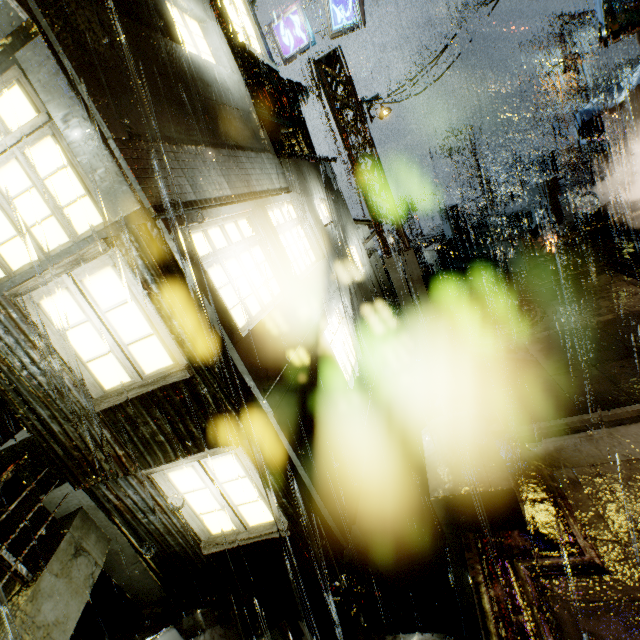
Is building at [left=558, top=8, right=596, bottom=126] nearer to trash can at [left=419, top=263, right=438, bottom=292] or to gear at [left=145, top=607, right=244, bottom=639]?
gear at [left=145, top=607, right=244, bottom=639]

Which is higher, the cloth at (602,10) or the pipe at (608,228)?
the cloth at (602,10)

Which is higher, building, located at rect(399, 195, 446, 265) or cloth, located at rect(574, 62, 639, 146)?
cloth, located at rect(574, 62, 639, 146)

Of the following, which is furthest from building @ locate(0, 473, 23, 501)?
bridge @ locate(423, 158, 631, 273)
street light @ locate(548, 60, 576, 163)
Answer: street light @ locate(548, 60, 576, 163)

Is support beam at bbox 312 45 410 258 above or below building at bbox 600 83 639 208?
above

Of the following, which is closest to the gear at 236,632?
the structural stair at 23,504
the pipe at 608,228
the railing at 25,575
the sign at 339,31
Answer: the structural stair at 23,504

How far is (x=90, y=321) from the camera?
4.22m

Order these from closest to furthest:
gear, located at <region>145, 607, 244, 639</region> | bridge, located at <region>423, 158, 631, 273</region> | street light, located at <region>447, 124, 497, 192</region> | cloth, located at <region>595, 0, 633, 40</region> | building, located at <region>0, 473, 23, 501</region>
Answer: gear, located at <region>145, 607, 244, 639</region>, cloth, located at <region>595, 0, 633, 40</region>, building, located at <region>0, 473, 23, 501</region>, bridge, located at <region>423, 158, 631, 273</region>, street light, located at <region>447, 124, 497, 192</region>
